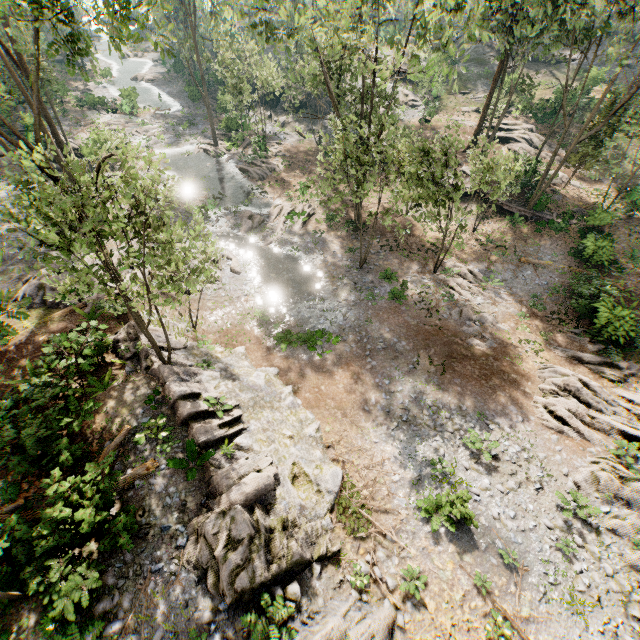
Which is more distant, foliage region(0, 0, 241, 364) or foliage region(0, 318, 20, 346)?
foliage region(0, 0, 241, 364)

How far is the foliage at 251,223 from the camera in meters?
26.4

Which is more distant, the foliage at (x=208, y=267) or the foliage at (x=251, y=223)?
the foliage at (x=251, y=223)

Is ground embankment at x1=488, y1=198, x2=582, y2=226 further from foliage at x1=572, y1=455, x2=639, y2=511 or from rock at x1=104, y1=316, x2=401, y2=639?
rock at x1=104, y1=316, x2=401, y2=639

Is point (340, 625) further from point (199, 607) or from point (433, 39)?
point (433, 39)

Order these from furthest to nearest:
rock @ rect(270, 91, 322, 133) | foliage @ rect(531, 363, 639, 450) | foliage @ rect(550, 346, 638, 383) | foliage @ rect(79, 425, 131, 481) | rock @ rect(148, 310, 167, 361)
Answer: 1. rock @ rect(270, 91, 322, 133)
2. foliage @ rect(550, 346, 638, 383)
3. rock @ rect(148, 310, 167, 361)
4. foliage @ rect(531, 363, 639, 450)
5. foliage @ rect(79, 425, 131, 481)

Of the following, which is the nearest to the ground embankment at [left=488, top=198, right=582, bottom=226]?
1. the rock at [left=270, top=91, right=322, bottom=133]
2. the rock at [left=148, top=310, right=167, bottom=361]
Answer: the rock at [left=270, top=91, right=322, bottom=133]
